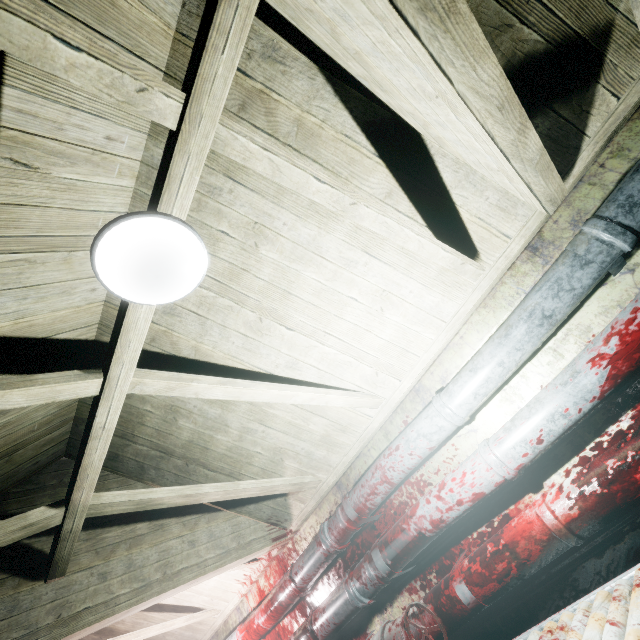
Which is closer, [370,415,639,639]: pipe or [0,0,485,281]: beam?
[0,0,485,281]: beam

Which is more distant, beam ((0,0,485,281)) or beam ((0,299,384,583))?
beam ((0,299,384,583))

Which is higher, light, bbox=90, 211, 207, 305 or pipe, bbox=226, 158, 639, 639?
light, bbox=90, 211, 207, 305

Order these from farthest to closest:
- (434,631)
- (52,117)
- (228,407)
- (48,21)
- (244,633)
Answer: (244,633) → (228,407) → (434,631) → (52,117) → (48,21)

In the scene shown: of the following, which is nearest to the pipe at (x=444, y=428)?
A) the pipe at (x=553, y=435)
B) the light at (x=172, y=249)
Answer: the pipe at (x=553, y=435)

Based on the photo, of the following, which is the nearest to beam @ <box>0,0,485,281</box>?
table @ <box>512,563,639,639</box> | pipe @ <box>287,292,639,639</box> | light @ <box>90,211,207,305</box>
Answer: light @ <box>90,211,207,305</box>

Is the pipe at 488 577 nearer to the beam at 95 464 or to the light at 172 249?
the beam at 95 464

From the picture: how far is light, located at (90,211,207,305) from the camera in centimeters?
93cm
